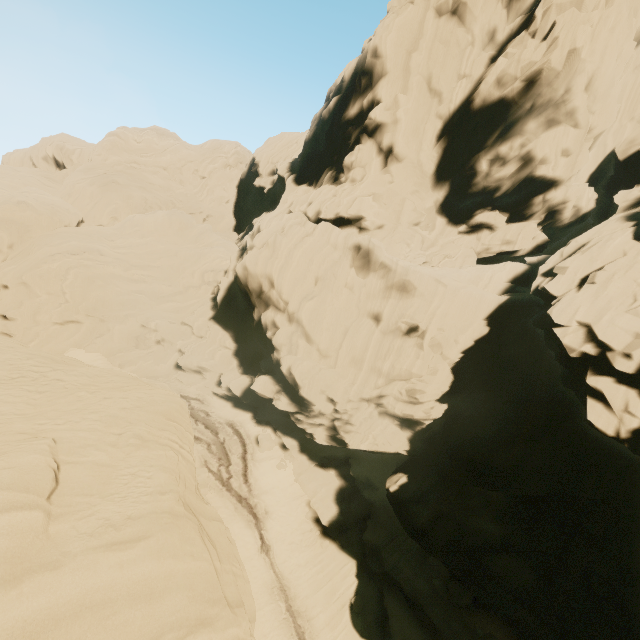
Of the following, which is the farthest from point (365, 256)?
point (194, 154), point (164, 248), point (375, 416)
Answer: point (194, 154)
